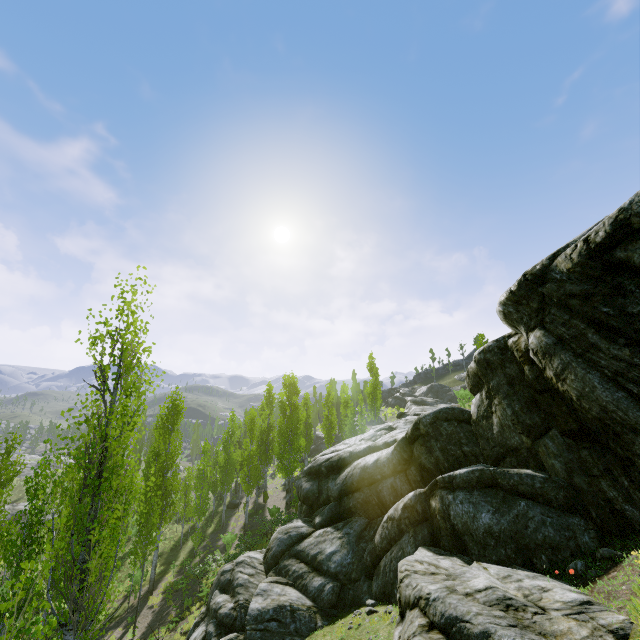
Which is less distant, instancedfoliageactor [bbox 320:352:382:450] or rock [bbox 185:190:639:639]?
rock [bbox 185:190:639:639]

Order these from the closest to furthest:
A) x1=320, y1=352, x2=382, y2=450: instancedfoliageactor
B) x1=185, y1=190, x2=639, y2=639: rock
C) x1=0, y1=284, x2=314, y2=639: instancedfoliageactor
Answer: x1=185, y1=190, x2=639, y2=639: rock, x1=0, y1=284, x2=314, y2=639: instancedfoliageactor, x1=320, y1=352, x2=382, y2=450: instancedfoliageactor

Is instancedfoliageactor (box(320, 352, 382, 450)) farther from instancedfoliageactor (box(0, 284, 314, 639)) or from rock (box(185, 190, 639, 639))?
rock (box(185, 190, 639, 639))

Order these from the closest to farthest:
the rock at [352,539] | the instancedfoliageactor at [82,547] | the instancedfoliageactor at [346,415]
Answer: the rock at [352,539] → the instancedfoliageactor at [82,547] → the instancedfoliageactor at [346,415]

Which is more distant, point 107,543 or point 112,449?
point 107,543

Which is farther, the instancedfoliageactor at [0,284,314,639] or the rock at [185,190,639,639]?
the instancedfoliageactor at [0,284,314,639]

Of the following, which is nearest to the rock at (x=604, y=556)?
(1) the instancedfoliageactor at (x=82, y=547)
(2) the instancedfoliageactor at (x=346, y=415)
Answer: (1) the instancedfoliageactor at (x=82, y=547)
